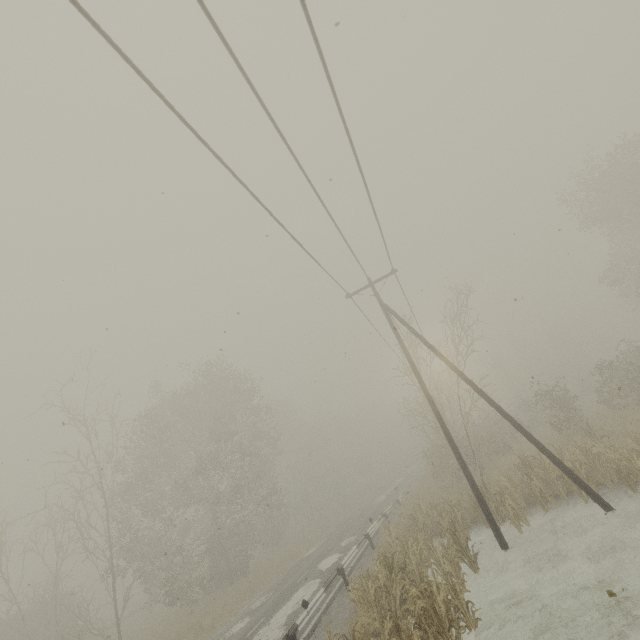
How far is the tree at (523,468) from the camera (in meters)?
13.10

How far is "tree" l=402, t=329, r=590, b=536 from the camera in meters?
13.1 m

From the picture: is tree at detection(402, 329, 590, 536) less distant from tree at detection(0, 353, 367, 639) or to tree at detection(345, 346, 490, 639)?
tree at detection(345, 346, 490, 639)

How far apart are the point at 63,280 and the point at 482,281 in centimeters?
→ 1462cm

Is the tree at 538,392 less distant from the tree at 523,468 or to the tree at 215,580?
the tree at 523,468

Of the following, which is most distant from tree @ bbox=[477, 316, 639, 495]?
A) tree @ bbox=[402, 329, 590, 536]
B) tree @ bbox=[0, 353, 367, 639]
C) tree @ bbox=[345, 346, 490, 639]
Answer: tree @ bbox=[0, 353, 367, 639]

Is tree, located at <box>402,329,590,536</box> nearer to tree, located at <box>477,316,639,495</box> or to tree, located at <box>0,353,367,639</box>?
tree, located at <box>477,316,639,495</box>

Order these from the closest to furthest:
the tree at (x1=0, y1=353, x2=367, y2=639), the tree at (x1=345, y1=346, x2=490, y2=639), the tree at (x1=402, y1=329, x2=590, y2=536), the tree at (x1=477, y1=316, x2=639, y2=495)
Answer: the tree at (x1=345, y1=346, x2=490, y2=639) < the tree at (x1=477, y1=316, x2=639, y2=495) < the tree at (x1=402, y1=329, x2=590, y2=536) < the tree at (x1=0, y1=353, x2=367, y2=639)
